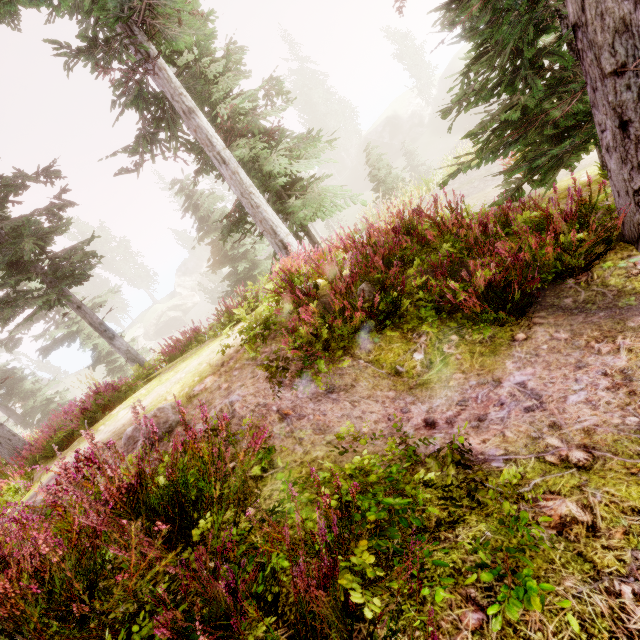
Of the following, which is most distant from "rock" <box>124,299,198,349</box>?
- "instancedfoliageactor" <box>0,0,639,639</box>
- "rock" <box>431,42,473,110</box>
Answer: "rock" <box>431,42,473,110</box>

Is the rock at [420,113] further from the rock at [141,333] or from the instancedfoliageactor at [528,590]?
the rock at [141,333]

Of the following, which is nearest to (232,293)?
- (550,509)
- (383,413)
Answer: (383,413)

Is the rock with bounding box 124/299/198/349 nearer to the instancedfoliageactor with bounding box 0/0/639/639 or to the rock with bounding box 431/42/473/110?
the instancedfoliageactor with bounding box 0/0/639/639

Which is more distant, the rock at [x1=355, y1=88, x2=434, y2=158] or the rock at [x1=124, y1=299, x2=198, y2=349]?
the rock at [x1=124, y1=299, x2=198, y2=349]

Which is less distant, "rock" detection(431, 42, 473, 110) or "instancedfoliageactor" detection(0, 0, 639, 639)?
"instancedfoliageactor" detection(0, 0, 639, 639)

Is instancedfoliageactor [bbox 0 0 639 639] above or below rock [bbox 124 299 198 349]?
above
